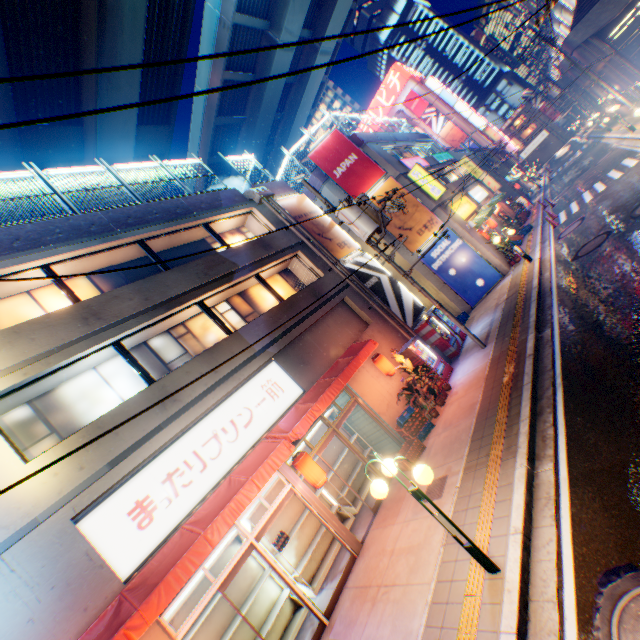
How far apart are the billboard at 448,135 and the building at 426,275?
50.1 meters

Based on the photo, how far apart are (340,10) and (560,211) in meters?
23.6 m

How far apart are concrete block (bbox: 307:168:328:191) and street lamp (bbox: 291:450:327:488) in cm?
1660

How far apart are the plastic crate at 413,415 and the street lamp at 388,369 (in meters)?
1.33

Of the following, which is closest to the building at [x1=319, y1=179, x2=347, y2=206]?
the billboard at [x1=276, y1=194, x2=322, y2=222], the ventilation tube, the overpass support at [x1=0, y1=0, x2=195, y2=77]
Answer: the billboard at [x1=276, y1=194, x2=322, y2=222]

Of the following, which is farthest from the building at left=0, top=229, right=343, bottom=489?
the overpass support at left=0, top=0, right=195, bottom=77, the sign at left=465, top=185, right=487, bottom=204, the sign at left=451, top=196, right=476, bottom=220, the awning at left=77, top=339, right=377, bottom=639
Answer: the sign at left=465, top=185, right=487, bottom=204

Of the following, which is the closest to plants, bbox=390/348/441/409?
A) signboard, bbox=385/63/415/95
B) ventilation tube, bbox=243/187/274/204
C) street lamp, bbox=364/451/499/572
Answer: street lamp, bbox=364/451/499/572

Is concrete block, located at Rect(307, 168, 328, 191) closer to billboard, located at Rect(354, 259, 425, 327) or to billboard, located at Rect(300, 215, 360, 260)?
billboard, located at Rect(300, 215, 360, 260)
